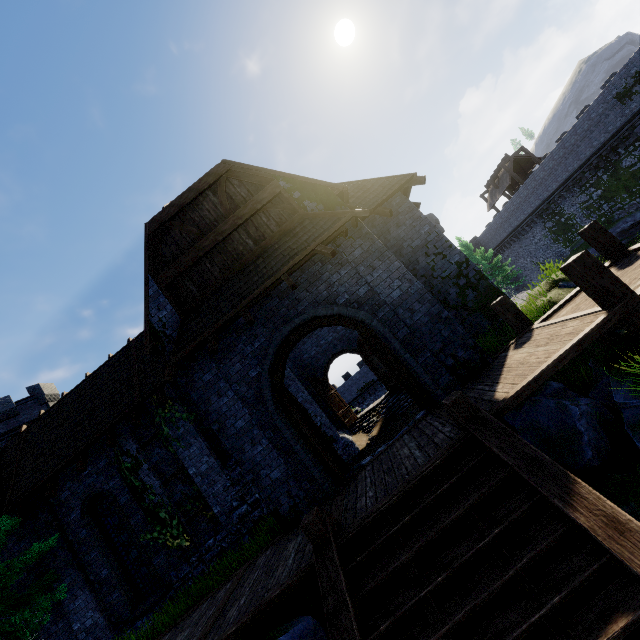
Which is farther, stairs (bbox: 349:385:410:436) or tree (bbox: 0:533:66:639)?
stairs (bbox: 349:385:410:436)

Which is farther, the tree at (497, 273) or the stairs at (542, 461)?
the tree at (497, 273)

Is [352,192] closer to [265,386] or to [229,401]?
[265,386]

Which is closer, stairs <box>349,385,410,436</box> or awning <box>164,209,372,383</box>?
awning <box>164,209,372,383</box>

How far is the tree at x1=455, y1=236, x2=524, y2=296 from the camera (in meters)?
33.38

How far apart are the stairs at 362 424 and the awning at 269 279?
11.1m

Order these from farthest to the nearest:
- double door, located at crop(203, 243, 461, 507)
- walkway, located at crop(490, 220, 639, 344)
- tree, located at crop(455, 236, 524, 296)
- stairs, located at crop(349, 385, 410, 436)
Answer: tree, located at crop(455, 236, 524, 296)
stairs, located at crop(349, 385, 410, 436)
double door, located at crop(203, 243, 461, 507)
walkway, located at crop(490, 220, 639, 344)

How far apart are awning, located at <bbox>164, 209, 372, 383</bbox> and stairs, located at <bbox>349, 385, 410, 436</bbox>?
11.13m
